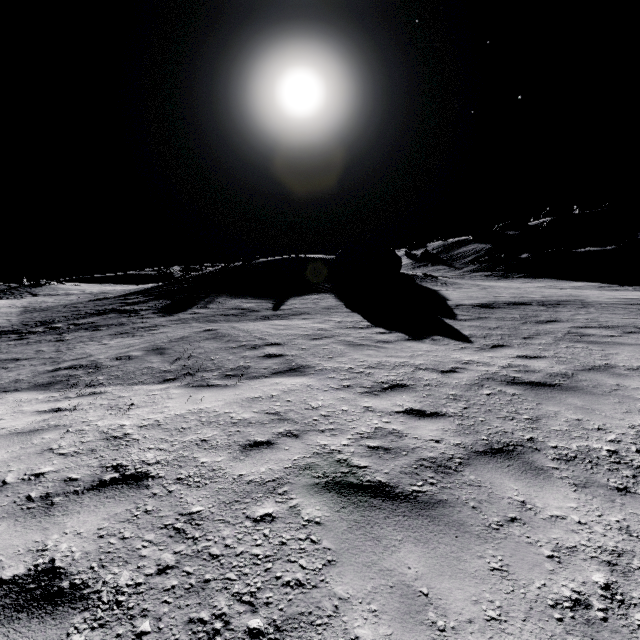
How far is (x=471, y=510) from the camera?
2.8 meters

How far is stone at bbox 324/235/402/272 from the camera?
26.33m

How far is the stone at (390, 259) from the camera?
26.33m
